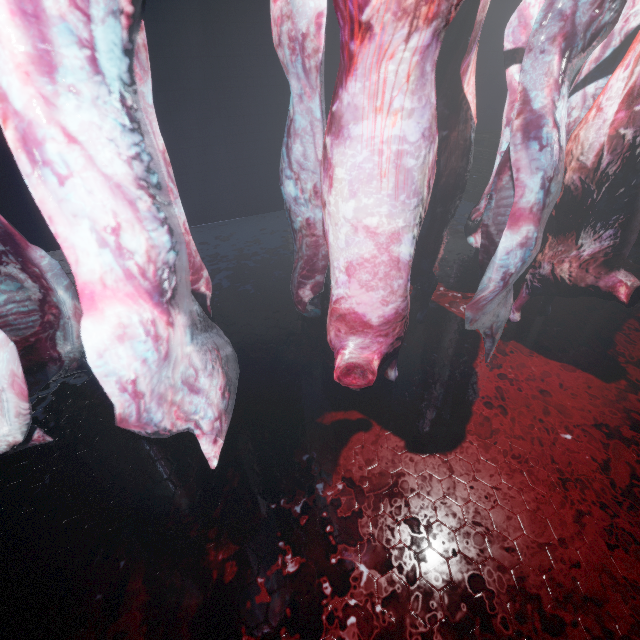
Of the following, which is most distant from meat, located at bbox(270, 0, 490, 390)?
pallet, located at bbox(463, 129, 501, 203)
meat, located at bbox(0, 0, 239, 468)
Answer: pallet, located at bbox(463, 129, 501, 203)

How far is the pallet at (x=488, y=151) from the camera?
4.03m

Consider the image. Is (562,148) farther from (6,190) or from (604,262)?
(6,190)

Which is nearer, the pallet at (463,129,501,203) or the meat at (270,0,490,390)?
the meat at (270,0,490,390)

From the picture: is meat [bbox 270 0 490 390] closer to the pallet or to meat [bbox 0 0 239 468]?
meat [bbox 0 0 239 468]

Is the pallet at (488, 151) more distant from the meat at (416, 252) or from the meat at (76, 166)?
the meat at (76, 166)

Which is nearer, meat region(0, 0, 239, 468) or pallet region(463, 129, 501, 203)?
meat region(0, 0, 239, 468)

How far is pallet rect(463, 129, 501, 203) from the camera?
4.03m
